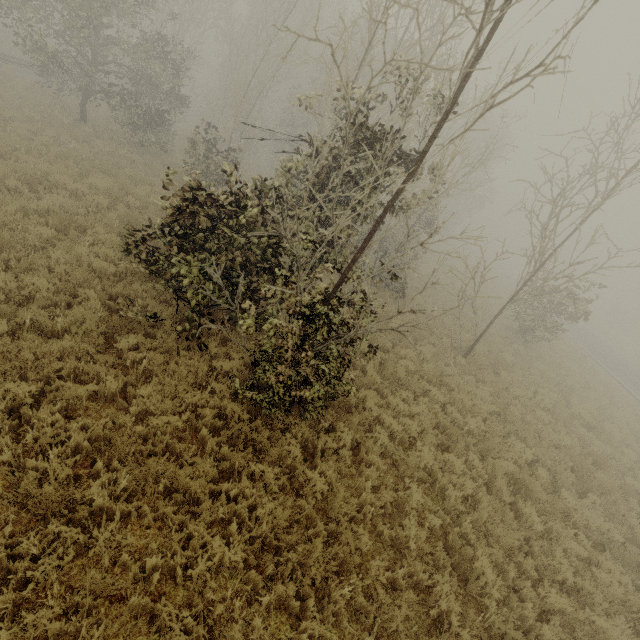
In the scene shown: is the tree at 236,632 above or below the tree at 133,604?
above

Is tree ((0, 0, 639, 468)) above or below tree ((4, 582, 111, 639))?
above

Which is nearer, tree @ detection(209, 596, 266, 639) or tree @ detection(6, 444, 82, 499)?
tree @ detection(209, 596, 266, 639)

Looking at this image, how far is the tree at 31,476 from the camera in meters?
3.9

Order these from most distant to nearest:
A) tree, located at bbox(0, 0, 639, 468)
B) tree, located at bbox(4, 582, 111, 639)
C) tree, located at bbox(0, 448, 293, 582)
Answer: tree, located at bbox(0, 0, 639, 468), tree, located at bbox(0, 448, 293, 582), tree, located at bbox(4, 582, 111, 639)

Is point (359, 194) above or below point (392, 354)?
above

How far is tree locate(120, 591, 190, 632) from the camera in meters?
3.5 m
